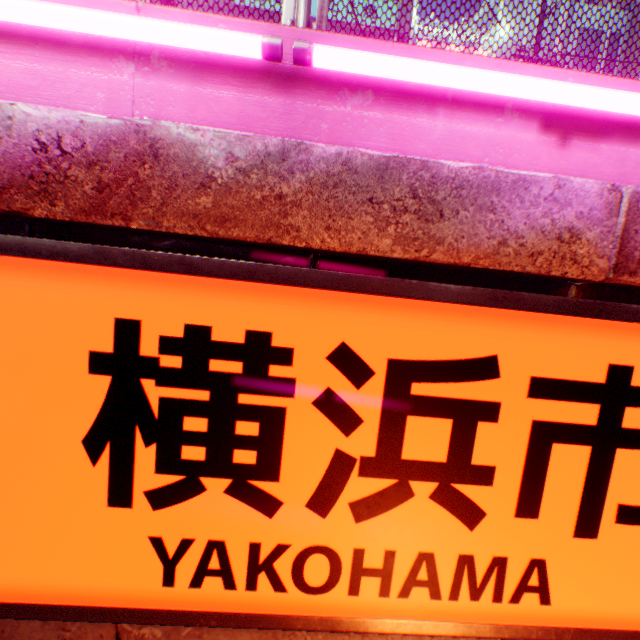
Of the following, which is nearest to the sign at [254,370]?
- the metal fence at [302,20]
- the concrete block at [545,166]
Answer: the concrete block at [545,166]

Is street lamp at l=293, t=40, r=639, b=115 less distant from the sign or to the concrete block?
the concrete block

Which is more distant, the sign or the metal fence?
the metal fence

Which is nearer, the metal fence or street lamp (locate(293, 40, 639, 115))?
street lamp (locate(293, 40, 639, 115))

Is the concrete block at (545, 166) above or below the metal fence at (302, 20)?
below

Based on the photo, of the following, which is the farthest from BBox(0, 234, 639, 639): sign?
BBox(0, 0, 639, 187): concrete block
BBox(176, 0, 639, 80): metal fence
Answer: BBox(176, 0, 639, 80): metal fence

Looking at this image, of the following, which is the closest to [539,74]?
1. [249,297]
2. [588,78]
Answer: [588,78]
